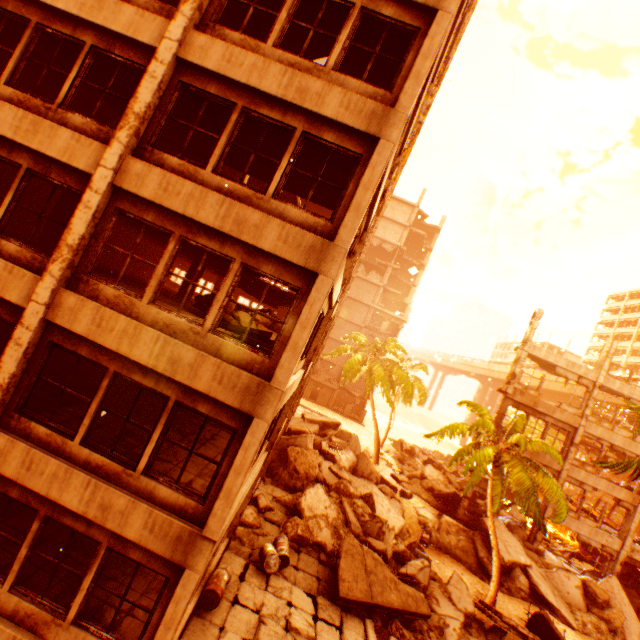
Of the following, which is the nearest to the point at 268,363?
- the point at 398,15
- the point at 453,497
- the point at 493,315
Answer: the point at 398,15

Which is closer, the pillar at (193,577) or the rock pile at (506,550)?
the pillar at (193,577)

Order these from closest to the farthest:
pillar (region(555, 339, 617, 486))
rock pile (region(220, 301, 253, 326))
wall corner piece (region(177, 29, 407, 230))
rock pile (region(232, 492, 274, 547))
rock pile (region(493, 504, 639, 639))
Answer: wall corner piece (region(177, 29, 407, 230))
rock pile (region(232, 492, 274, 547))
rock pile (region(220, 301, 253, 326))
rock pile (region(493, 504, 639, 639))
pillar (region(555, 339, 617, 486))

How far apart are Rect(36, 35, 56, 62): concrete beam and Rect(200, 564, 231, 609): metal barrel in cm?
1338

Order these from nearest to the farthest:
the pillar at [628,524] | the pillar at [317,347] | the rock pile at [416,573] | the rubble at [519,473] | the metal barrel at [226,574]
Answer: the metal barrel at [226,574], the pillar at [317,347], the rock pile at [416,573], the rubble at [519,473], the pillar at [628,524]

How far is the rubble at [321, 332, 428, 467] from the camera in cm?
2728

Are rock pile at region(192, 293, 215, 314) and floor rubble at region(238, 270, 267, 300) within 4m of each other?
yes

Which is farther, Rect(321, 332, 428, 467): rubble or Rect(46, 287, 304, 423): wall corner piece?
Rect(321, 332, 428, 467): rubble
